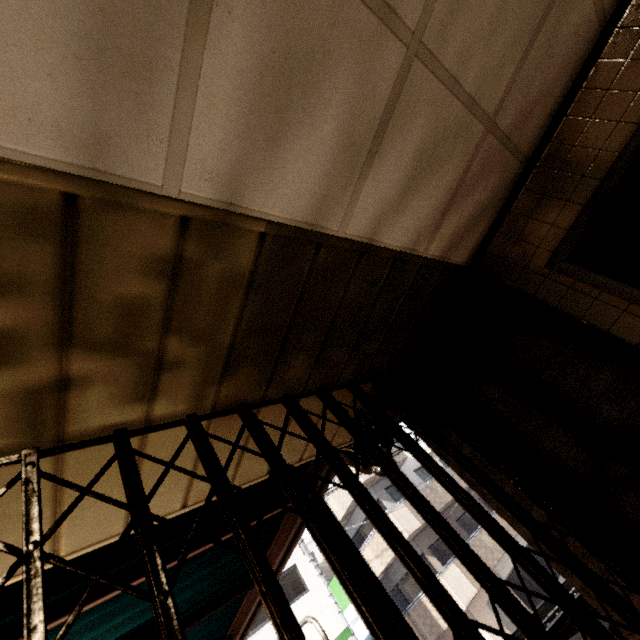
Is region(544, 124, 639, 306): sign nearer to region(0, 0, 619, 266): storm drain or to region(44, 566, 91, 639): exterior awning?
region(0, 0, 619, 266): storm drain

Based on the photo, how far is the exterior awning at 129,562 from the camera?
2.04m

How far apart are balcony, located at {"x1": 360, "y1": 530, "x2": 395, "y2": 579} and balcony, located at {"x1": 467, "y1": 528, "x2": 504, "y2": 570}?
1.58m

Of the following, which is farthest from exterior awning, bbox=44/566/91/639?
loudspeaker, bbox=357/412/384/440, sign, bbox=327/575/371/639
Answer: sign, bbox=327/575/371/639

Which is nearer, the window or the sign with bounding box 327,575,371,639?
the window

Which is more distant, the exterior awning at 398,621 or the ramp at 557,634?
the ramp at 557,634

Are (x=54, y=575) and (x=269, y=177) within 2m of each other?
no

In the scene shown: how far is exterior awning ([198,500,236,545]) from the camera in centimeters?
245cm
